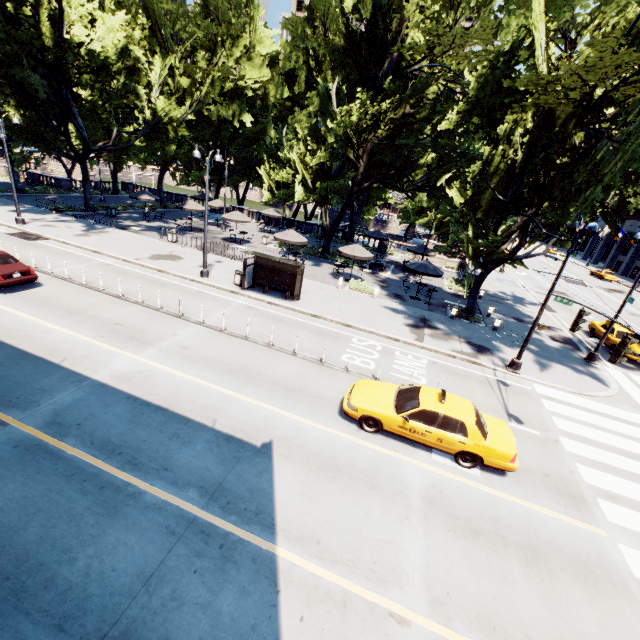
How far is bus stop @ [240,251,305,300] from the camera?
18.39m

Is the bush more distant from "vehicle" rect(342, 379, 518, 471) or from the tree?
"vehicle" rect(342, 379, 518, 471)

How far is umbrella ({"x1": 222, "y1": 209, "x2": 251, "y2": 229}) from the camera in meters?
29.4 m

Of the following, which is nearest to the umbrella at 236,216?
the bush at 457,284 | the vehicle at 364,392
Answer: the bush at 457,284

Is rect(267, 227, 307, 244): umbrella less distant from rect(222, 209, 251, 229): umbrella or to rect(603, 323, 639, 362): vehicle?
rect(222, 209, 251, 229): umbrella

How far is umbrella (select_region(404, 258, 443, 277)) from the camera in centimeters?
2248cm

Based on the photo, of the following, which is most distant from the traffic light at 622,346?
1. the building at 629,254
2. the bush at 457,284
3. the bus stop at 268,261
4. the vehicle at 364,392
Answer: the building at 629,254

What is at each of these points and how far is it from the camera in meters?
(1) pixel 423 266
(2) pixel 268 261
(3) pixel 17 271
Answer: (1) umbrella, 22.9
(2) bus stop, 19.2
(3) vehicle, 14.5
